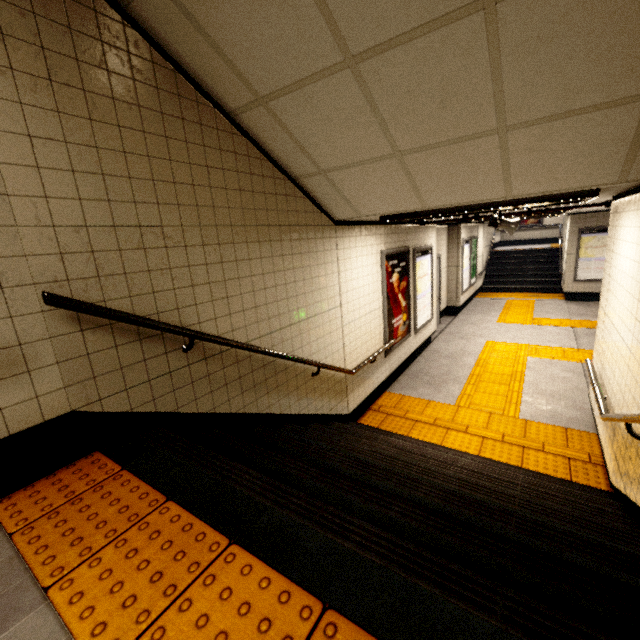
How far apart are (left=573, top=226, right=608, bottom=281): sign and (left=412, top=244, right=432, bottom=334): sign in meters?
6.9 m

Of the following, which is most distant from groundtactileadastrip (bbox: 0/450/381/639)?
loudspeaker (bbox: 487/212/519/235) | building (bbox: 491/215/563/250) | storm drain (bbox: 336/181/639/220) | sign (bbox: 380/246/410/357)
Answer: building (bbox: 491/215/563/250)

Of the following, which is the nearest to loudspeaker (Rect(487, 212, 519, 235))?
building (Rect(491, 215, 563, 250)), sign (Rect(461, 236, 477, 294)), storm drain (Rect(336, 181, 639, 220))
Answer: storm drain (Rect(336, 181, 639, 220))

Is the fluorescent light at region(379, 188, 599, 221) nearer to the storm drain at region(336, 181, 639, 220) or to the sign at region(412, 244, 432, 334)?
the storm drain at region(336, 181, 639, 220)

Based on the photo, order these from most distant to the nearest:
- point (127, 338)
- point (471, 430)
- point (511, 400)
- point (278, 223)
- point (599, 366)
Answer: point (511, 400), point (471, 430), point (599, 366), point (278, 223), point (127, 338)

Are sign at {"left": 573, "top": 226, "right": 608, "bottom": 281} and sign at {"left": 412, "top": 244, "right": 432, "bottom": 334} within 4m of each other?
no

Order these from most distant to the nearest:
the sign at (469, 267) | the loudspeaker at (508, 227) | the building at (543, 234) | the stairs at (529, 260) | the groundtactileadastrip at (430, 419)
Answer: the building at (543, 234)
the stairs at (529, 260)
the sign at (469, 267)
the loudspeaker at (508, 227)
the groundtactileadastrip at (430, 419)

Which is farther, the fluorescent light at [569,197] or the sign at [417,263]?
the sign at [417,263]
